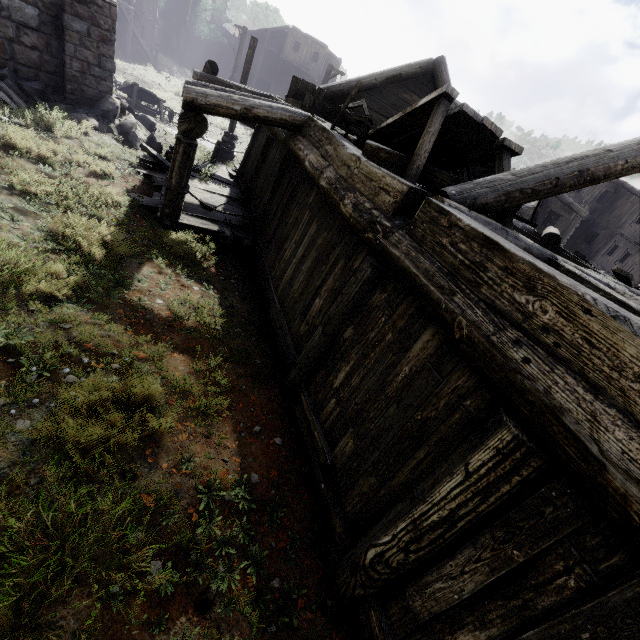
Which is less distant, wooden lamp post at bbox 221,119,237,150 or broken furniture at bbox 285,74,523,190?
broken furniture at bbox 285,74,523,190

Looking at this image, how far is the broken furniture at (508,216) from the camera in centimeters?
412cm

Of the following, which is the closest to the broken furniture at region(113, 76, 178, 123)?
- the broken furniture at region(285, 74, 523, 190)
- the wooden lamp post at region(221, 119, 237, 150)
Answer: the wooden lamp post at region(221, 119, 237, 150)

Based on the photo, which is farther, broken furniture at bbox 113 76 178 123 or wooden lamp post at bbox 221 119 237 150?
broken furniture at bbox 113 76 178 123

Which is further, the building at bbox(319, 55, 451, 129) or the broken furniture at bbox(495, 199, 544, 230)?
the building at bbox(319, 55, 451, 129)

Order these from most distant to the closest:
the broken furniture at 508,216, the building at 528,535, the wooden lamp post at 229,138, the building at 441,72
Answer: the wooden lamp post at 229,138
the building at 441,72
the broken furniture at 508,216
the building at 528,535

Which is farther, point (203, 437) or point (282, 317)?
point (282, 317)

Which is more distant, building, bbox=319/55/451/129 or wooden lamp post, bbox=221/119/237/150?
wooden lamp post, bbox=221/119/237/150
